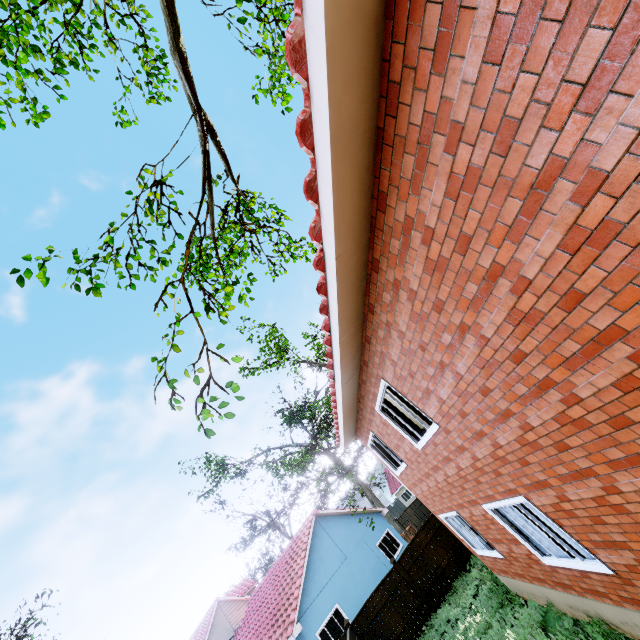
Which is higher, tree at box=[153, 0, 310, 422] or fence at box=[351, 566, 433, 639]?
tree at box=[153, 0, 310, 422]

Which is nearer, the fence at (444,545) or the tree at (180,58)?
the tree at (180,58)

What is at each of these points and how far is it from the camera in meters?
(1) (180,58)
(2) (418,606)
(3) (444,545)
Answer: (1) tree, 4.9
(2) fence, 13.4
(3) fence, 14.5

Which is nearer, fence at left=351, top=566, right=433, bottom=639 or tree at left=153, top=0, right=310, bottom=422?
tree at left=153, top=0, right=310, bottom=422

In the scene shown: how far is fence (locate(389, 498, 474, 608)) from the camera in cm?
1379
